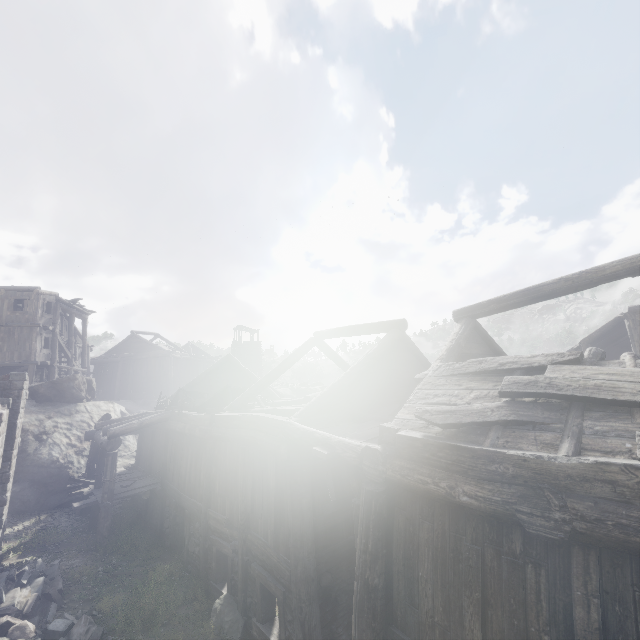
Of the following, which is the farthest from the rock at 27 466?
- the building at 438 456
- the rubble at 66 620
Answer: the rubble at 66 620

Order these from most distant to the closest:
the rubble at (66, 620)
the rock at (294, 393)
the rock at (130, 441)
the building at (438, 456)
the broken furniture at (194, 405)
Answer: the rock at (294, 393) → the rock at (130, 441) → the broken furniture at (194, 405) → the rubble at (66, 620) → the building at (438, 456)

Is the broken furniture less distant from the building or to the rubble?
the building

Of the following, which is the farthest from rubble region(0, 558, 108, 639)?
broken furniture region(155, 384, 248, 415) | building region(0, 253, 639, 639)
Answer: broken furniture region(155, 384, 248, 415)

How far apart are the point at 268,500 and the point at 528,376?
6.46m

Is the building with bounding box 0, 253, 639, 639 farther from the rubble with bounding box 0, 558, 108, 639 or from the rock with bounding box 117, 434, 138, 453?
Answer: the rubble with bounding box 0, 558, 108, 639
